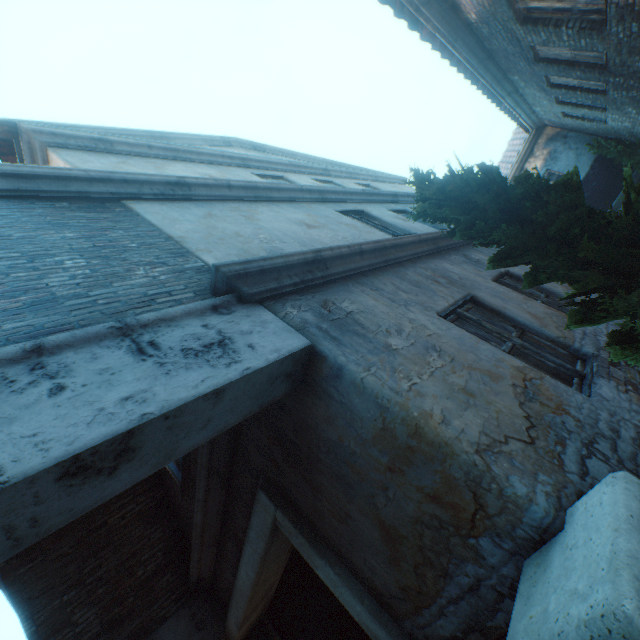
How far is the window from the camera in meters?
4.2

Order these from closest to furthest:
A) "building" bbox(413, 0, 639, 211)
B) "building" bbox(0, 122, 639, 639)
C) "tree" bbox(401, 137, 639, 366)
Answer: "building" bbox(0, 122, 639, 639) → "tree" bbox(401, 137, 639, 366) → "building" bbox(413, 0, 639, 211)

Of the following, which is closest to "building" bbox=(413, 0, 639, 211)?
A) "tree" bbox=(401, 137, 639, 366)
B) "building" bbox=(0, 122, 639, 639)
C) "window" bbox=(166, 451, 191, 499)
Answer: "building" bbox=(0, 122, 639, 639)

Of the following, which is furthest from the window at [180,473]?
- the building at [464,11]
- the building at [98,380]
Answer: the building at [464,11]

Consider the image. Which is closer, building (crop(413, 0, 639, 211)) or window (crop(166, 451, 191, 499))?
window (crop(166, 451, 191, 499))

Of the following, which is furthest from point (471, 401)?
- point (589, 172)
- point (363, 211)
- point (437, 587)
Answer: point (589, 172)

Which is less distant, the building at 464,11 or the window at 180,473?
the window at 180,473

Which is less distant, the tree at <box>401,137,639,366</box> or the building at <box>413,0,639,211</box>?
the tree at <box>401,137,639,366</box>
